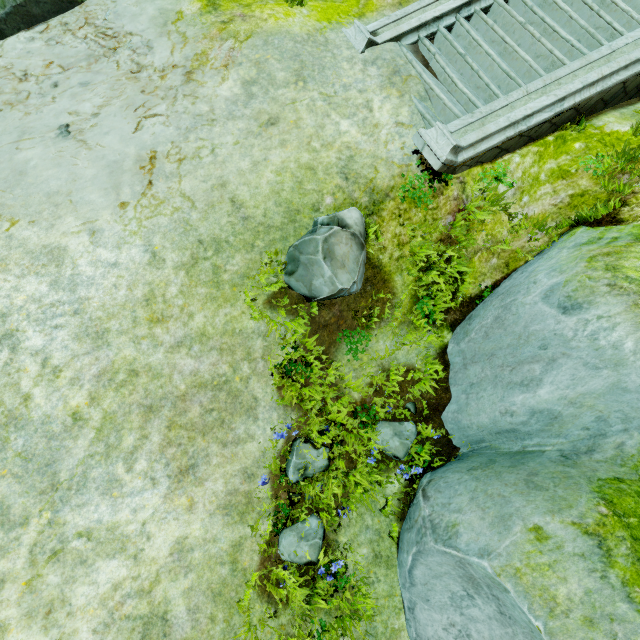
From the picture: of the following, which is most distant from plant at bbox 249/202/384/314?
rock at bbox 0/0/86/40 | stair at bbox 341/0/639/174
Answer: rock at bbox 0/0/86/40

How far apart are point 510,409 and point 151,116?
6.5 meters

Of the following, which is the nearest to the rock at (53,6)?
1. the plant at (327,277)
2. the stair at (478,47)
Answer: the stair at (478,47)

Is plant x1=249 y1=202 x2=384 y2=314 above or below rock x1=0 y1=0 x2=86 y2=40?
above

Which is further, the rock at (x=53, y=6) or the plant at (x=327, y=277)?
the rock at (x=53, y=6)

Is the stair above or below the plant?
above

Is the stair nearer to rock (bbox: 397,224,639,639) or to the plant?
rock (bbox: 397,224,639,639)
